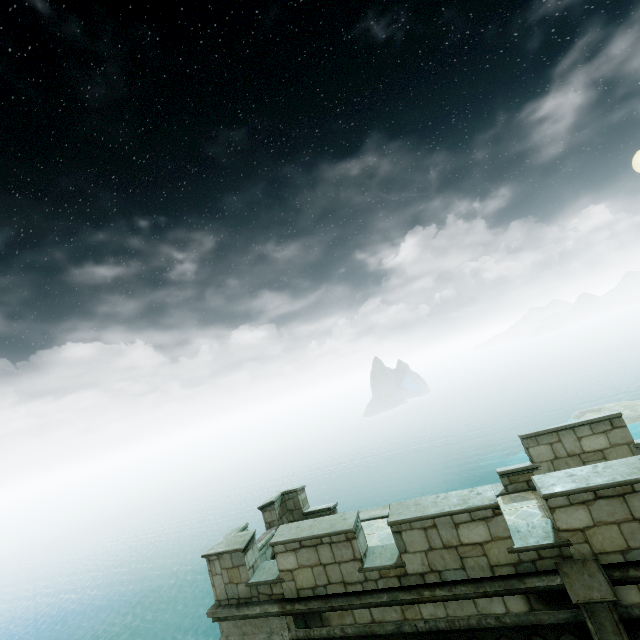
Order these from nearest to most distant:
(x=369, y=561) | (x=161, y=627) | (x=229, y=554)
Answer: (x=369, y=561), (x=229, y=554), (x=161, y=627)
